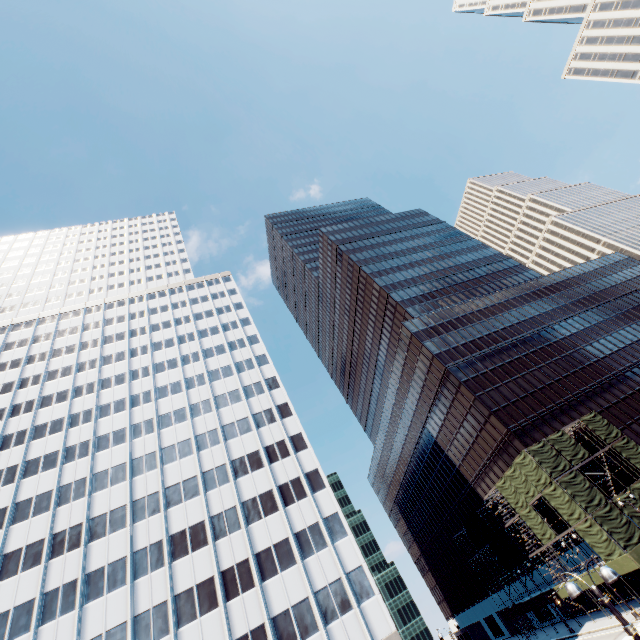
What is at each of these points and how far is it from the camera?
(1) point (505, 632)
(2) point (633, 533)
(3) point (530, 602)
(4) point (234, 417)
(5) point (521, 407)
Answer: (1) building, 59.78m
(2) scaffolding, 32.66m
(3) scaffolding, 45.81m
(4) building, 46.16m
(5) building, 48.66m

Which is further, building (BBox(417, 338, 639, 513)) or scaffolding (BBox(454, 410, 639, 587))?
building (BBox(417, 338, 639, 513))

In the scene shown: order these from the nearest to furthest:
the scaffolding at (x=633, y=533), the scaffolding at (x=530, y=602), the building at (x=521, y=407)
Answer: the scaffolding at (x=633, y=533) < the scaffolding at (x=530, y=602) < the building at (x=521, y=407)

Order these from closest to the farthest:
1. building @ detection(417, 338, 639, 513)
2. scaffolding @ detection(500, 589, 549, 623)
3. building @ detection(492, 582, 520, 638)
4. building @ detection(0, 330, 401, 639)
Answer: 1. building @ detection(0, 330, 401, 639)
2. scaffolding @ detection(500, 589, 549, 623)
3. building @ detection(417, 338, 639, 513)
4. building @ detection(492, 582, 520, 638)

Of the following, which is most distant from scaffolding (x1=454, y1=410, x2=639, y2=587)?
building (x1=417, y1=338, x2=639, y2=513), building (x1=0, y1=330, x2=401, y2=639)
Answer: building (x1=0, y1=330, x2=401, y2=639)

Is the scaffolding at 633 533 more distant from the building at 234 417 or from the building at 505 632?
the building at 234 417

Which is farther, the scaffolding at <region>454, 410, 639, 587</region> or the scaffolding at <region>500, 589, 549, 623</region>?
the scaffolding at <region>500, 589, 549, 623</region>
